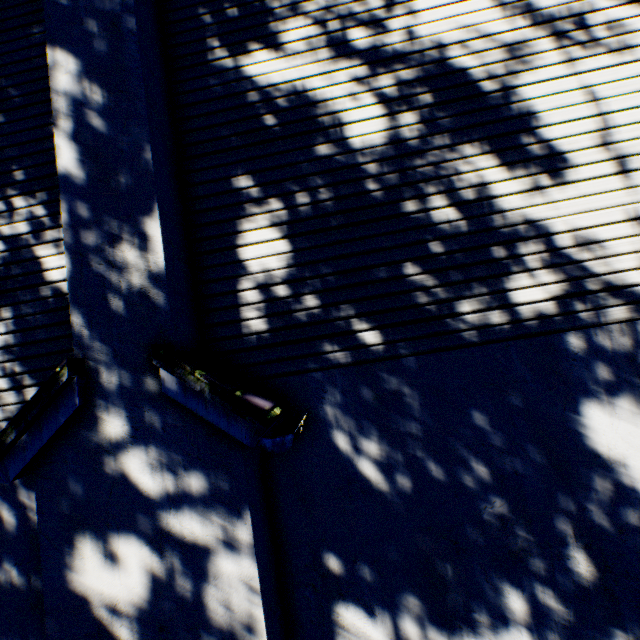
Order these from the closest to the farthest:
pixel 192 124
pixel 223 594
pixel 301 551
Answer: pixel 223 594 < pixel 301 551 < pixel 192 124
